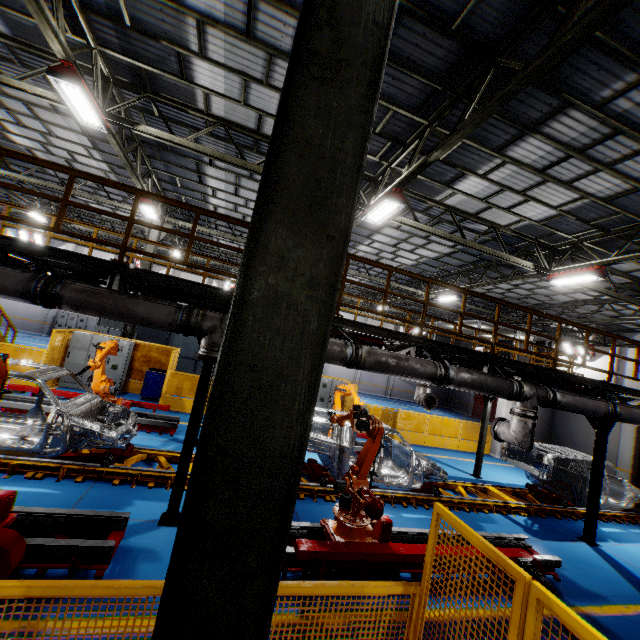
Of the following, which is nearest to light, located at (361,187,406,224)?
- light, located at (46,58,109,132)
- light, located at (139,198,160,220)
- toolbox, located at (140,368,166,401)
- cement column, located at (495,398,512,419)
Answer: light, located at (46,58,109,132)

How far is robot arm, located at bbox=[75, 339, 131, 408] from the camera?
8.1m

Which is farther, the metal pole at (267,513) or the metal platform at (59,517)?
the metal platform at (59,517)

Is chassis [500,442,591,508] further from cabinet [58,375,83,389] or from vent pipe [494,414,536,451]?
cabinet [58,375,83,389]

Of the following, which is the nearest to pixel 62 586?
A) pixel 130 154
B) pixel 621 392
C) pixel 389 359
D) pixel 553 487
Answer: pixel 389 359

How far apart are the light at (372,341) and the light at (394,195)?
3.47m

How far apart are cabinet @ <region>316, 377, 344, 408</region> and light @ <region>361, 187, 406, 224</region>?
8.1 meters

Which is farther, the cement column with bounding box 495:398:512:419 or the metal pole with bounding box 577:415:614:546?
the cement column with bounding box 495:398:512:419
